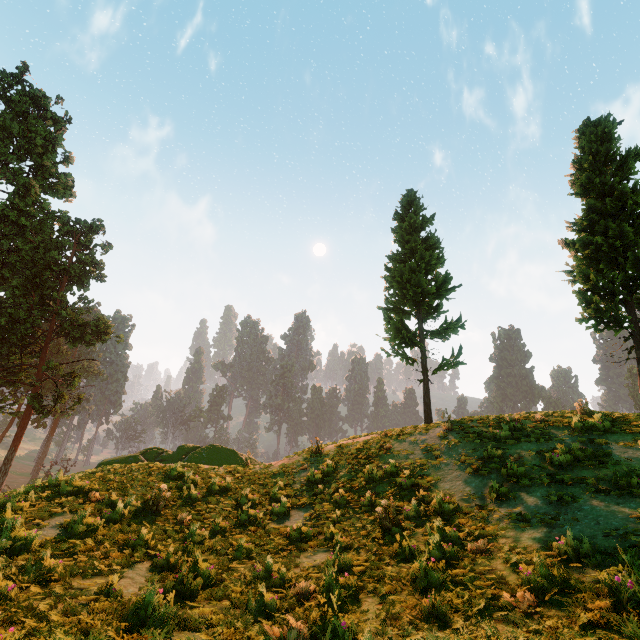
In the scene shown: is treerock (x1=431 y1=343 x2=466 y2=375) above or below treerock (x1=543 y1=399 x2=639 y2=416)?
above

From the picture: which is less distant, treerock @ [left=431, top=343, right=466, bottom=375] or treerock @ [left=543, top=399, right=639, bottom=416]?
treerock @ [left=543, top=399, right=639, bottom=416]

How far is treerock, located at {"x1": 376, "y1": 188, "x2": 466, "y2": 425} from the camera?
18.55m

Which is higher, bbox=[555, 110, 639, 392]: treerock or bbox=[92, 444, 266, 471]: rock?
bbox=[555, 110, 639, 392]: treerock

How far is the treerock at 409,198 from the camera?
18.55m

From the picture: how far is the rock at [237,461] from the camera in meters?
16.2 m

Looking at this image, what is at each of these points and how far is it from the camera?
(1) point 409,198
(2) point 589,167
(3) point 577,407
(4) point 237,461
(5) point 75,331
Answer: (1) treerock, 22.98m
(2) treerock, 16.95m
(3) treerock, 12.81m
(4) rock, 18.67m
(5) treerock, 27.50m

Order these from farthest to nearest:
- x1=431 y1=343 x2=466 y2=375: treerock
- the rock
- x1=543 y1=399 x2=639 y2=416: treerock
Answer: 1. x1=431 y1=343 x2=466 y2=375: treerock
2. the rock
3. x1=543 y1=399 x2=639 y2=416: treerock
